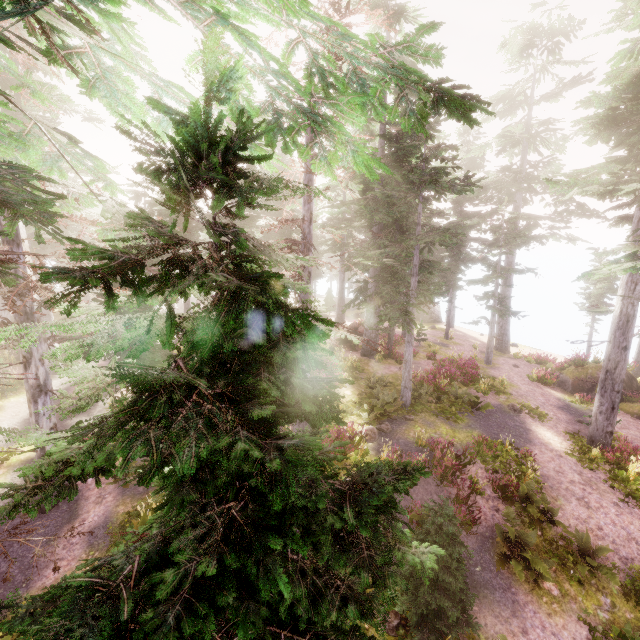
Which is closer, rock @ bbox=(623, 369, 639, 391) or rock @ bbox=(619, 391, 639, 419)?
rock @ bbox=(619, 391, 639, 419)

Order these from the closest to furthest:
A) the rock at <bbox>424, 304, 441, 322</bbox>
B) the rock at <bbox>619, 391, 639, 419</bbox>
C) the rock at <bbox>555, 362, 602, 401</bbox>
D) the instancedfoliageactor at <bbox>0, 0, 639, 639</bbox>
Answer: the instancedfoliageactor at <bbox>0, 0, 639, 639</bbox> → the rock at <bbox>619, 391, 639, 419</bbox> → the rock at <bbox>555, 362, 602, 401</bbox> → the rock at <bbox>424, 304, 441, 322</bbox>

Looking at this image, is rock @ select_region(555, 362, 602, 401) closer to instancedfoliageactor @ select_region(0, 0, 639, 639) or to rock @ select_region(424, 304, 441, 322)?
instancedfoliageactor @ select_region(0, 0, 639, 639)

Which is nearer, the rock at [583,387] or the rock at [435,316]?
the rock at [583,387]

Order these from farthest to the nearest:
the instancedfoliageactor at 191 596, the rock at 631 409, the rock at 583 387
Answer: the rock at 583 387 → the rock at 631 409 → the instancedfoliageactor at 191 596

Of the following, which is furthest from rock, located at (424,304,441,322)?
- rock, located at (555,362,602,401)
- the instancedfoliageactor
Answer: rock, located at (555,362,602,401)

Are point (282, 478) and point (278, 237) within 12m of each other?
no
